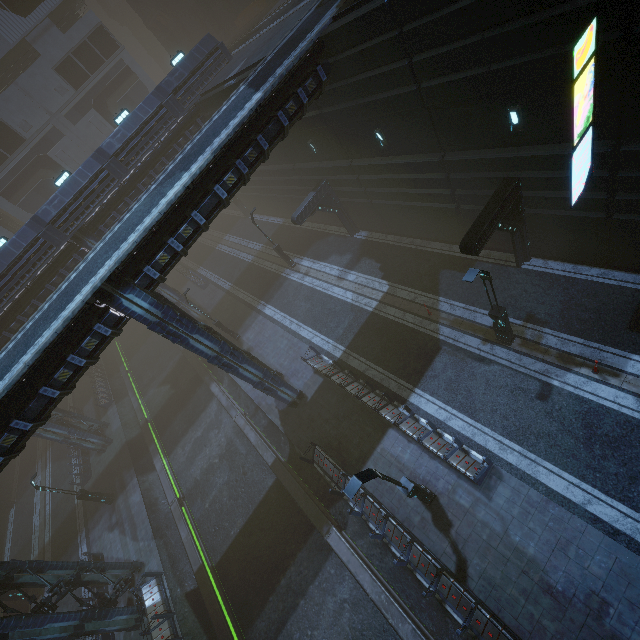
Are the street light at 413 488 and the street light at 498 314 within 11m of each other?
yes

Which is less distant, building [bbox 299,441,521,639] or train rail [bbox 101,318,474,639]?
building [bbox 299,441,521,639]

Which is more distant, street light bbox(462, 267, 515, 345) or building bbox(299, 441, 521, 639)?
street light bbox(462, 267, 515, 345)

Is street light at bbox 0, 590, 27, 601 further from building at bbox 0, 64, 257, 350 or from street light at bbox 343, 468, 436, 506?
street light at bbox 343, 468, 436, 506

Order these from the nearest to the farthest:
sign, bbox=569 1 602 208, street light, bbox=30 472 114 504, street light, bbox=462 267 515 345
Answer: sign, bbox=569 1 602 208
street light, bbox=462 267 515 345
street light, bbox=30 472 114 504

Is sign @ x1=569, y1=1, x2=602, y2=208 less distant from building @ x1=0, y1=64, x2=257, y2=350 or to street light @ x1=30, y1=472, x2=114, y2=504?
building @ x1=0, y1=64, x2=257, y2=350

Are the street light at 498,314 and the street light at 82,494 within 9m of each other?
no

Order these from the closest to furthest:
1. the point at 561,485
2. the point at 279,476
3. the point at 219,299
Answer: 1. the point at 561,485
2. the point at 279,476
3. the point at 219,299
